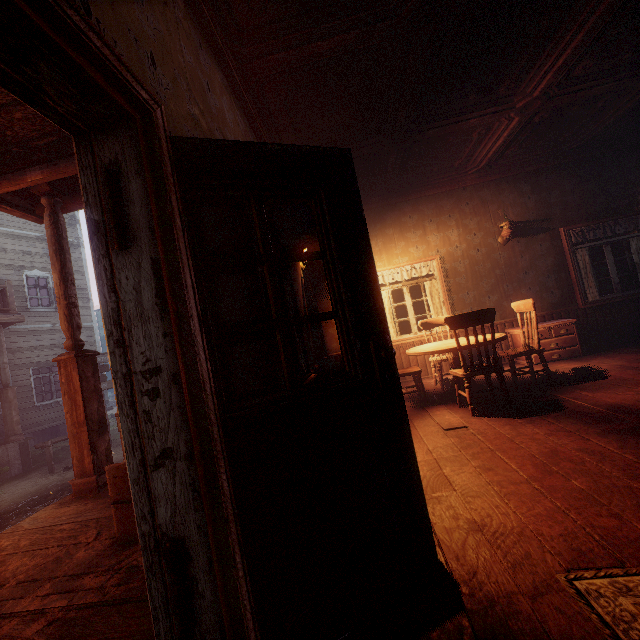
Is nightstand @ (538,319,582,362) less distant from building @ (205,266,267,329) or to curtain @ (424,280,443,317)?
building @ (205,266,267,329)

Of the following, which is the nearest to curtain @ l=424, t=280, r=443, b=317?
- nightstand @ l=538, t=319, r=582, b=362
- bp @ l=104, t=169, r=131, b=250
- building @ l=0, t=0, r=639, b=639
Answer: building @ l=0, t=0, r=639, b=639

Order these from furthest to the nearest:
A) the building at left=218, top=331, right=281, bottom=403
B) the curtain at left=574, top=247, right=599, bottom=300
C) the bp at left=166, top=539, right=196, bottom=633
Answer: the curtain at left=574, top=247, right=599, bottom=300
the building at left=218, top=331, right=281, bottom=403
the bp at left=166, top=539, right=196, bottom=633

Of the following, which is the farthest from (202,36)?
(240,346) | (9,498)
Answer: (9,498)

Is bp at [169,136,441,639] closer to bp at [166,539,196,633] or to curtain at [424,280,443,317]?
bp at [166,539,196,633]

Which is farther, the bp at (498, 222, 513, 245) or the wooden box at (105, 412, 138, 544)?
the bp at (498, 222, 513, 245)

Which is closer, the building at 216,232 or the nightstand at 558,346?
the building at 216,232

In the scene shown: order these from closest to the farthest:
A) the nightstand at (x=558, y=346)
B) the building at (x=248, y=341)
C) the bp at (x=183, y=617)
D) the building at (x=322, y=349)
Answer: the bp at (x=183, y=617)
the building at (x=248, y=341)
the building at (x=322, y=349)
the nightstand at (x=558, y=346)
